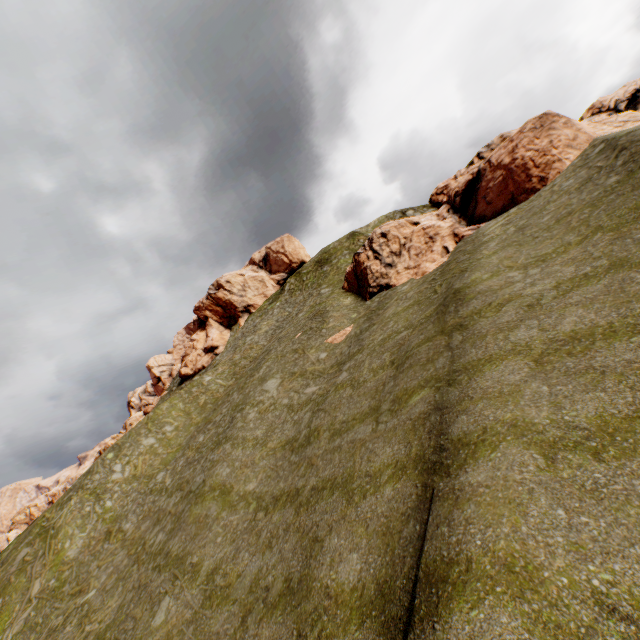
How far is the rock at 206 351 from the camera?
56.9 meters

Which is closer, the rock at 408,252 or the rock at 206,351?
the rock at 408,252

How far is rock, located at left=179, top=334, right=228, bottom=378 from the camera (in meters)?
56.88

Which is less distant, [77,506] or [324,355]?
[77,506]

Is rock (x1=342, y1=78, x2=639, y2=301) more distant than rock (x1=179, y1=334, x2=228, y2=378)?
No
